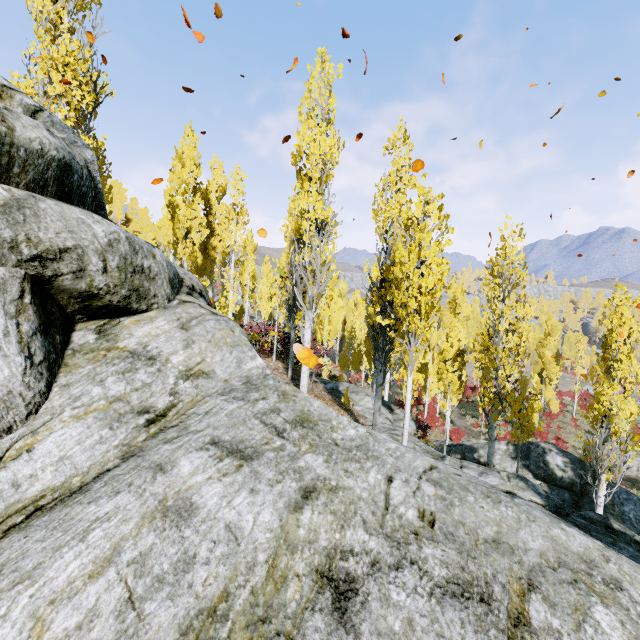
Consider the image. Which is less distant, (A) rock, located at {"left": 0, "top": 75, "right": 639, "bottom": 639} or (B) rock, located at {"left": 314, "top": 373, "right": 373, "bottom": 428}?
(A) rock, located at {"left": 0, "top": 75, "right": 639, "bottom": 639}

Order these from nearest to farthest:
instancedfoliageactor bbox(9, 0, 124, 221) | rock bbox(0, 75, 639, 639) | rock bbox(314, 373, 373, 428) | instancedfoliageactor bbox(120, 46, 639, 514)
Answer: rock bbox(0, 75, 639, 639), instancedfoliageactor bbox(120, 46, 639, 514), instancedfoliageactor bbox(9, 0, 124, 221), rock bbox(314, 373, 373, 428)

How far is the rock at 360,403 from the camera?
13.0m

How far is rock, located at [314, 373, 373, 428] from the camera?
13.0m

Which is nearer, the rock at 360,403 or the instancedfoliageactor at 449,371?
the instancedfoliageactor at 449,371

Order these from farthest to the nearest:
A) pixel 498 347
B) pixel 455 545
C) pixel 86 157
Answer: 1. pixel 498 347
2. pixel 86 157
3. pixel 455 545

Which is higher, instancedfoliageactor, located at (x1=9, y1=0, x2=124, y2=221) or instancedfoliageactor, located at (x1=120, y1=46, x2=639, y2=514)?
instancedfoliageactor, located at (x1=9, y1=0, x2=124, y2=221)

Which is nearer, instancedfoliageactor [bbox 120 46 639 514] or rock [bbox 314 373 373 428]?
instancedfoliageactor [bbox 120 46 639 514]
